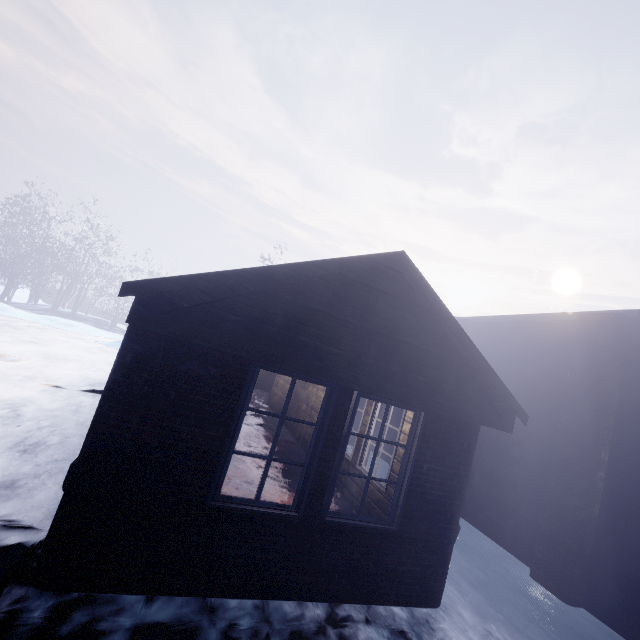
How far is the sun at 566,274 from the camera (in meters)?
55.38

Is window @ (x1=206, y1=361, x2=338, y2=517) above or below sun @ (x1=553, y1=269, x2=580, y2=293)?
below

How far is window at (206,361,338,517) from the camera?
2.9 meters

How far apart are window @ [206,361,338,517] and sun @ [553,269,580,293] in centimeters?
6680cm

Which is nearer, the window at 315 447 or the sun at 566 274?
the window at 315 447

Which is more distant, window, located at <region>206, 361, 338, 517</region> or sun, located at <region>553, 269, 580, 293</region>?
sun, located at <region>553, 269, 580, 293</region>

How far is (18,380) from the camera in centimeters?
700cm

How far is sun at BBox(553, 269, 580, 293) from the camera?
55.4 meters
